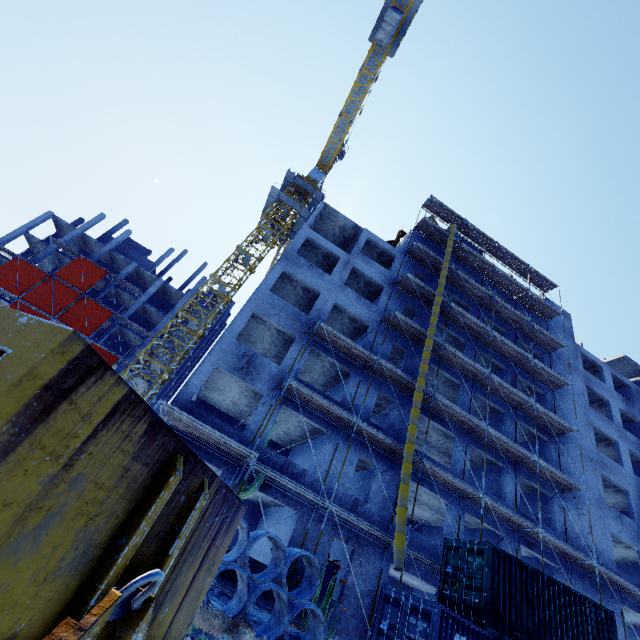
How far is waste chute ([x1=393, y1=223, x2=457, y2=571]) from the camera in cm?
1245

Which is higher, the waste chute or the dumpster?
the waste chute

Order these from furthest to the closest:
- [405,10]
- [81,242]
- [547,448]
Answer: [81,242] < [405,10] < [547,448]

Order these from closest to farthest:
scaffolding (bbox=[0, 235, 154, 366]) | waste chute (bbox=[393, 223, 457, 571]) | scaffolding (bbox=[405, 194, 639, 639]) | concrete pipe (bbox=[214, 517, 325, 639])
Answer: concrete pipe (bbox=[214, 517, 325, 639]), waste chute (bbox=[393, 223, 457, 571]), scaffolding (bbox=[405, 194, 639, 639]), scaffolding (bbox=[0, 235, 154, 366])

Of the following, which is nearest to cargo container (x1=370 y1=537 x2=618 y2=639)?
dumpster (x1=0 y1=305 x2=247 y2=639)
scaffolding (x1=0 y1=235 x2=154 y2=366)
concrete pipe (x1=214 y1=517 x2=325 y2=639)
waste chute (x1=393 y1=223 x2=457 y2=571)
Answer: waste chute (x1=393 y1=223 x2=457 y2=571)

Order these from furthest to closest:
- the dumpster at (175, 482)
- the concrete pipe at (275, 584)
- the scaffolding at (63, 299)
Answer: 1. the scaffolding at (63, 299)
2. the concrete pipe at (275, 584)
3. the dumpster at (175, 482)

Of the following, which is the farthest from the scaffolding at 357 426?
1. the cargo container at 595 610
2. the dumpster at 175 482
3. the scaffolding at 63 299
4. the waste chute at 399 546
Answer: the scaffolding at 63 299

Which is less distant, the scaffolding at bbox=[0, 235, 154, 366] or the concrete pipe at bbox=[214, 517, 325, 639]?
the concrete pipe at bbox=[214, 517, 325, 639]
